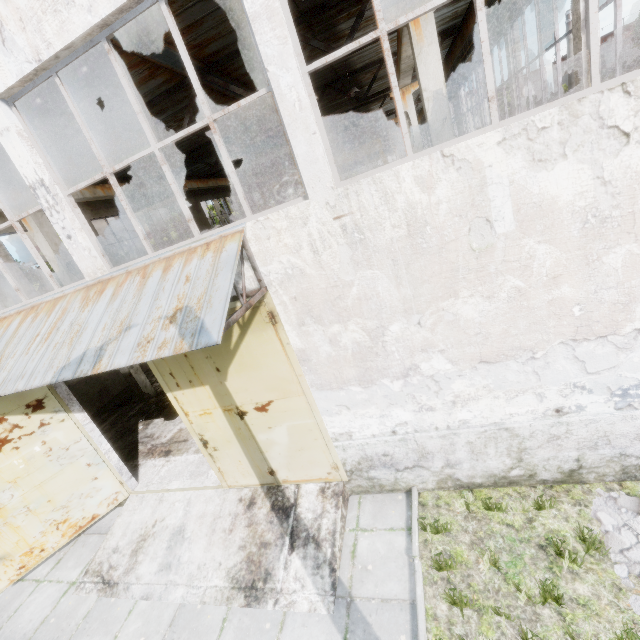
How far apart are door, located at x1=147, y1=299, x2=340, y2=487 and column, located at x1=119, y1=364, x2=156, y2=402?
7.35m

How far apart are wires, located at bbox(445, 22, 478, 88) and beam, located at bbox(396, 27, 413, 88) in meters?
2.4 m

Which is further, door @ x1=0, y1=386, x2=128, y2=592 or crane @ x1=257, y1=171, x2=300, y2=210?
crane @ x1=257, y1=171, x2=300, y2=210

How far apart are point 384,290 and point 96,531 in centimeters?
901cm

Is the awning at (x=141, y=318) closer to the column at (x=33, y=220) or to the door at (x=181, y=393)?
the door at (x=181, y=393)

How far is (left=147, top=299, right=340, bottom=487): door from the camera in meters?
5.3 m

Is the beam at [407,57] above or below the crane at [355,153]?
above

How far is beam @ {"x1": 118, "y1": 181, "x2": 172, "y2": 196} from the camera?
14.04m
